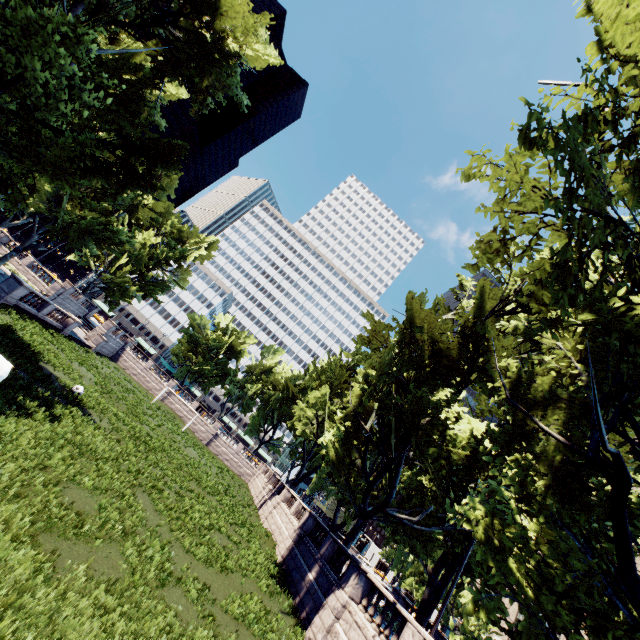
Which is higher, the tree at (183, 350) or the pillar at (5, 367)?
the tree at (183, 350)

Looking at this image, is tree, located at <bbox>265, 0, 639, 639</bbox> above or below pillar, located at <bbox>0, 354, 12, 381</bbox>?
above

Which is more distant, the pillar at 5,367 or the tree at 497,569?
the tree at 497,569

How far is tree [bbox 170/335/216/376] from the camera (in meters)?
57.36

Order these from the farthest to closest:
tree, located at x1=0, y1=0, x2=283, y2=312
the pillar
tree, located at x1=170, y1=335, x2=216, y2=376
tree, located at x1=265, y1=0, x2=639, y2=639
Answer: tree, located at x1=170, y1=335, x2=216, y2=376
tree, located at x1=0, y1=0, x2=283, y2=312
tree, located at x1=265, y1=0, x2=639, y2=639
the pillar

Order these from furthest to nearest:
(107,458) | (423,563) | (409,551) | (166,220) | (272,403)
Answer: (272,403)
(166,220)
(409,551)
(423,563)
(107,458)
